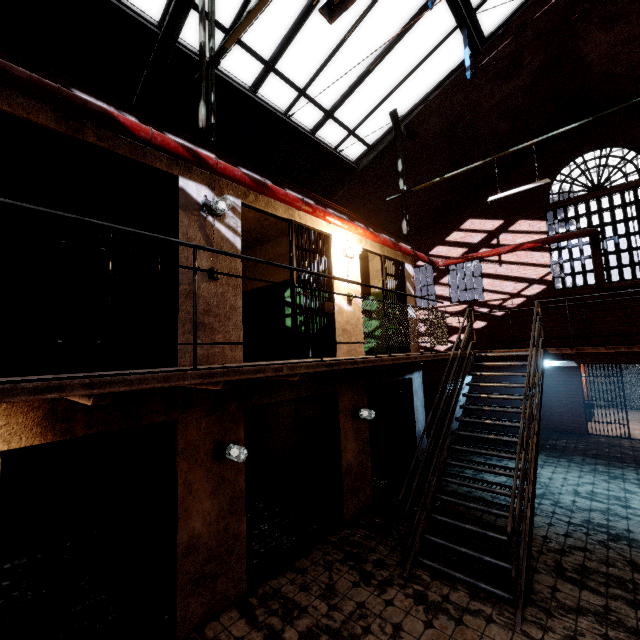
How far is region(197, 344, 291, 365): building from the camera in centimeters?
408cm

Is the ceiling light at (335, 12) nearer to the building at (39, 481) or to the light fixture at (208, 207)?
the light fixture at (208, 207)

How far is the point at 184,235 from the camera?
4.04m

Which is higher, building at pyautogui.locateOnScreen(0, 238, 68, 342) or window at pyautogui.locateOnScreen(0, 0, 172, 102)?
window at pyautogui.locateOnScreen(0, 0, 172, 102)

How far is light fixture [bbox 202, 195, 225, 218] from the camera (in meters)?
4.21

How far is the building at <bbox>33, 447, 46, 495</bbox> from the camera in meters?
5.4 m

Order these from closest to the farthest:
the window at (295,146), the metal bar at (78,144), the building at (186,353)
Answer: the metal bar at (78,144) < the building at (186,353) < the window at (295,146)

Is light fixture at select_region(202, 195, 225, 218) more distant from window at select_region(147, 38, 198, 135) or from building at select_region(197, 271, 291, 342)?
window at select_region(147, 38, 198, 135)
